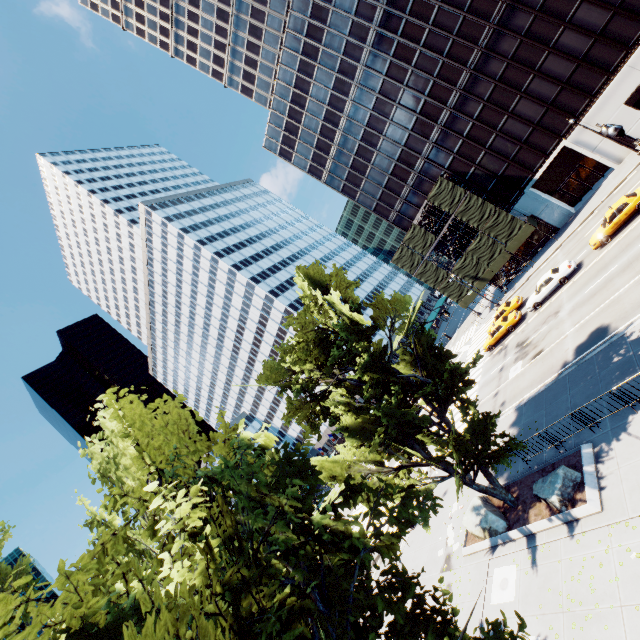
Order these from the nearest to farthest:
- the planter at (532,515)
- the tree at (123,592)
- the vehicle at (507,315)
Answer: the tree at (123,592) → the planter at (532,515) → the vehicle at (507,315)

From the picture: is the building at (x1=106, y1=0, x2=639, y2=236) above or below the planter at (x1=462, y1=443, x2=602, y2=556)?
above

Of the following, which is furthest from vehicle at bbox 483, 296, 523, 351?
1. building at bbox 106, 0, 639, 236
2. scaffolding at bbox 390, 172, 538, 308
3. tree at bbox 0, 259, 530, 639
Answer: building at bbox 106, 0, 639, 236

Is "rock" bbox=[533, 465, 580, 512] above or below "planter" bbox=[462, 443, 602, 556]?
above

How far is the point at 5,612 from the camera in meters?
3.3 m

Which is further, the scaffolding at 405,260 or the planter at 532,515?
the scaffolding at 405,260

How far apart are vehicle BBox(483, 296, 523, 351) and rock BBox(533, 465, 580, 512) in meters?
19.9

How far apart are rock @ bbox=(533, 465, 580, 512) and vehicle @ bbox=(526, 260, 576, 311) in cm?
1923
